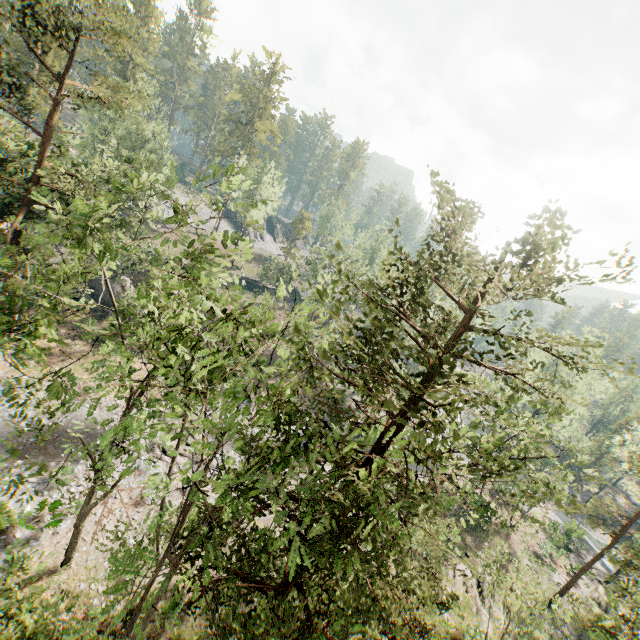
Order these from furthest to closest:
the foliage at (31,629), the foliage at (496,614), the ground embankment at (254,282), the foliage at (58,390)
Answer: the ground embankment at (254,282) < the foliage at (58,390) < the foliage at (31,629) < the foliage at (496,614)

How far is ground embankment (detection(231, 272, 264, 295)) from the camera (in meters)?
56.13

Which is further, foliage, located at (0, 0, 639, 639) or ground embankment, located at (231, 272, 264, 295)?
ground embankment, located at (231, 272, 264, 295)

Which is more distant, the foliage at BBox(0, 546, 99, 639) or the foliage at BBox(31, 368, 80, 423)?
the foliage at BBox(31, 368, 80, 423)

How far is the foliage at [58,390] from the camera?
10.2m

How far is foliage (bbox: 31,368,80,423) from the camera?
10.21m

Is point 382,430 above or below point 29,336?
above

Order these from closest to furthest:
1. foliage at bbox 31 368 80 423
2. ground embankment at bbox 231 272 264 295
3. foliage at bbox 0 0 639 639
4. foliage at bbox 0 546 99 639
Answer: → foliage at bbox 0 0 639 639, foliage at bbox 0 546 99 639, foliage at bbox 31 368 80 423, ground embankment at bbox 231 272 264 295
